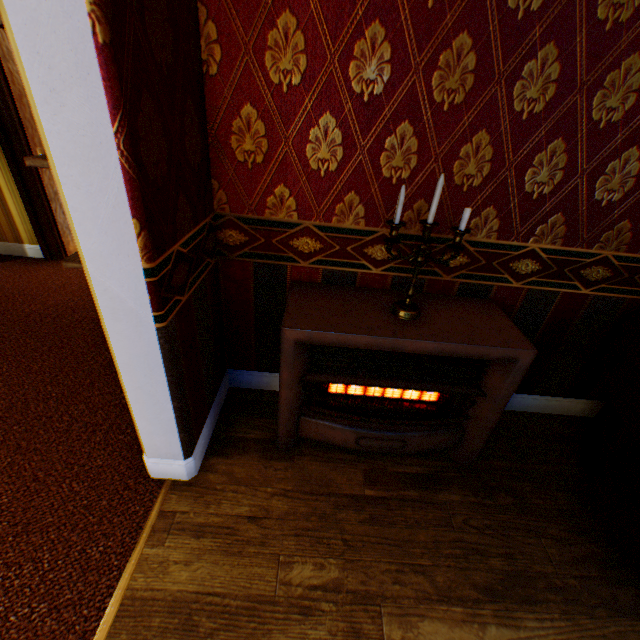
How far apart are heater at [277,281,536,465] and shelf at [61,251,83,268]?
0.7m

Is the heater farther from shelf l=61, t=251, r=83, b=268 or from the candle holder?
shelf l=61, t=251, r=83, b=268

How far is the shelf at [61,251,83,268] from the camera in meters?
1.5 m

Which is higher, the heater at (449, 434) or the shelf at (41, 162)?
the shelf at (41, 162)

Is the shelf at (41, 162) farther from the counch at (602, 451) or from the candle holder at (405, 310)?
the counch at (602, 451)

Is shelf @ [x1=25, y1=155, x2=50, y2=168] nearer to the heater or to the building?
the building

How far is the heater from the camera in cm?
151

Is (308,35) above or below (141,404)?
above
